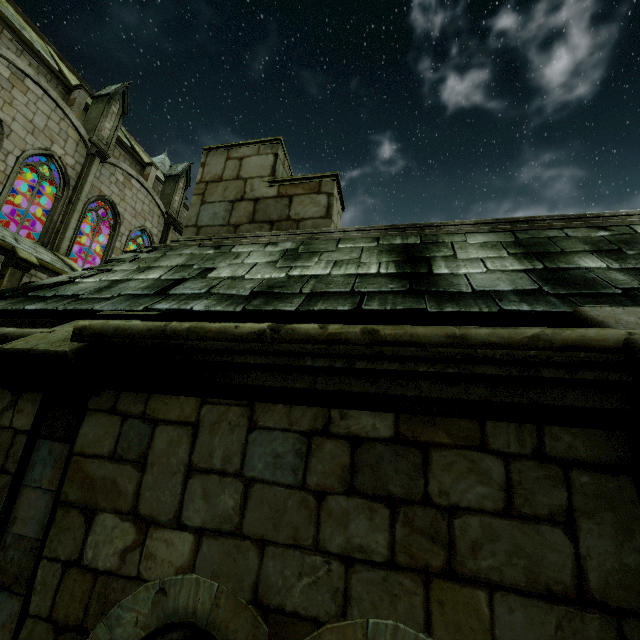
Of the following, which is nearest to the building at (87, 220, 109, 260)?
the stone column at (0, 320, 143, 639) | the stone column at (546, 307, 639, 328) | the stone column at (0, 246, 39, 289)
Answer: the stone column at (0, 246, 39, 289)

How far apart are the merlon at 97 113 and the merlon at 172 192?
4.62m

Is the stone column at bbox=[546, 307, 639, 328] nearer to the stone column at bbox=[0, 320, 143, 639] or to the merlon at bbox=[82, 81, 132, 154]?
the stone column at bbox=[0, 320, 143, 639]

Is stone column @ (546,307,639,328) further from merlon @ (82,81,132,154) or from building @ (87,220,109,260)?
merlon @ (82,81,132,154)

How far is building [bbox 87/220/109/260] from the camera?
23.4m

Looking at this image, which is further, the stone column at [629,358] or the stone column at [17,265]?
the stone column at [17,265]

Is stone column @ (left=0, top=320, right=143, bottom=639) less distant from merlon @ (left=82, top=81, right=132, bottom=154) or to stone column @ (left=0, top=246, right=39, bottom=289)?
stone column @ (left=0, top=246, right=39, bottom=289)

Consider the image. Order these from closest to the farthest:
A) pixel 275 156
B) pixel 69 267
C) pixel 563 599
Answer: pixel 563 599 < pixel 275 156 < pixel 69 267
